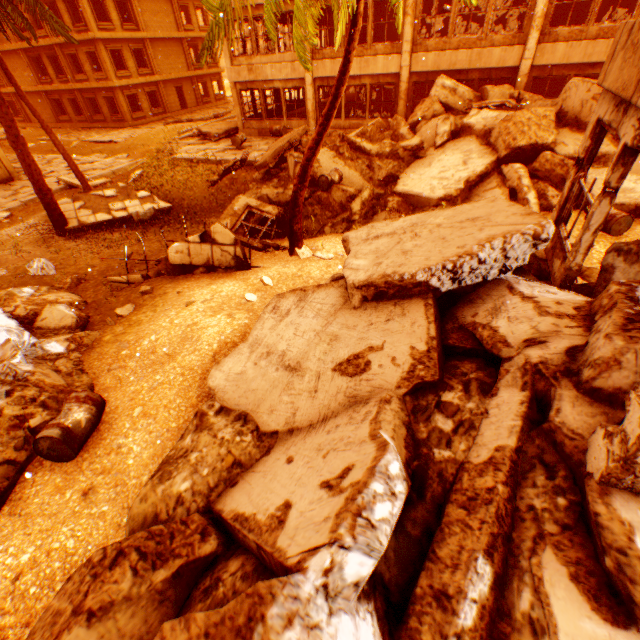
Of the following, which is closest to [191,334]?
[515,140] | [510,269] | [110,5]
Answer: [510,269]

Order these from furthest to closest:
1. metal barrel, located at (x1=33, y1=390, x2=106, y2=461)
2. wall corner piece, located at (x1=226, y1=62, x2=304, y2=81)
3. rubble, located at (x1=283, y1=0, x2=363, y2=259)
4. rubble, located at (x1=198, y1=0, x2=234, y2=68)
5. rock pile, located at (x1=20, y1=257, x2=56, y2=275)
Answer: wall corner piece, located at (x1=226, y1=62, x2=304, y2=81)
rock pile, located at (x1=20, y1=257, x2=56, y2=275)
rubble, located at (x1=283, y1=0, x2=363, y2=259)
rubble, located at (x1=198, y1=0, x2=234, y2=68)
metal barrel, located at (x1=33, y1=390, x2=106, y2=461)

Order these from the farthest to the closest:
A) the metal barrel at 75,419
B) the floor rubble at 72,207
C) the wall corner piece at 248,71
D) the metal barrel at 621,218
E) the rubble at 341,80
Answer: the wall corner piece at 248,71
the floor rubble at 72,207
the metal barrel at 621,218
the rubble at 341,80
the metal barrel at 75,419

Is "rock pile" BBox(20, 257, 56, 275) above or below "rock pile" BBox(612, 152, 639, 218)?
below

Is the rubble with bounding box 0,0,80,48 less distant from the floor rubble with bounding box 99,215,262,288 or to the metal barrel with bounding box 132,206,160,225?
the floor rubble with bounding box 99,215,262,288

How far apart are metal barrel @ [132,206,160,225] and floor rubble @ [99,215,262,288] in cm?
308

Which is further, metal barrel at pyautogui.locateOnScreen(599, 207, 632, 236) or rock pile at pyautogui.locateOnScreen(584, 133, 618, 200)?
rock pile at pyautogui.locateOnScreen(584, 133, 618, 200)

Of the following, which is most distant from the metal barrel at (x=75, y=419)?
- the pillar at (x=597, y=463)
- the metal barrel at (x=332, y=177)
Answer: the metal barrel at (x=332, y=177)
